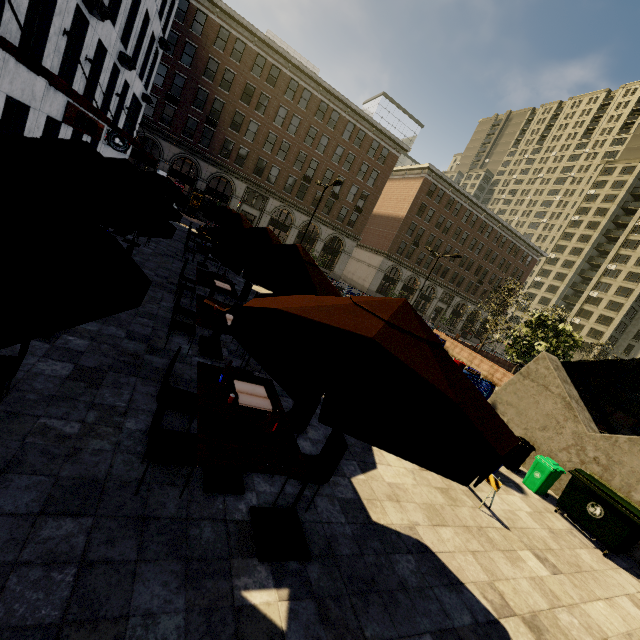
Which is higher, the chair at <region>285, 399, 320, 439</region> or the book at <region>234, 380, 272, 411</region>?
the book at <region>234, 380, 272, 411</region>

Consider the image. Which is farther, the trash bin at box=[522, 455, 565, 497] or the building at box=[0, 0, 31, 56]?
the building at box=[0, 0, 31, 56]

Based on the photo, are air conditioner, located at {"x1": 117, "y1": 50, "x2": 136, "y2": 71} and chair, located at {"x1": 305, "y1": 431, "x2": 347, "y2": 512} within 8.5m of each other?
no

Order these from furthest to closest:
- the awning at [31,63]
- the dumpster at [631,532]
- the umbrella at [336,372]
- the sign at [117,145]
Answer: the sign at [117,145], the awning at [31,63], the dumpster at [631,532], the umbrella at [336,372]

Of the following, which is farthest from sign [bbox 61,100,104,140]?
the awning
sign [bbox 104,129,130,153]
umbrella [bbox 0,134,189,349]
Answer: umbrella [bbox 0,134,189,349]

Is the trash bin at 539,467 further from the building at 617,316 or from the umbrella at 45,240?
the building at 617,316

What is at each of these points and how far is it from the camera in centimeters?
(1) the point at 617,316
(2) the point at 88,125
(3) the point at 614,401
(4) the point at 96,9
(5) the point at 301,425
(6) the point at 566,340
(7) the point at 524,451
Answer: (1) building, 5928cm
(2) sign, 1614cm
(3) building, 5734cm
(4) air conditioner, 1181cm
(5) chair, 493cm
(6) tree, 2009cm
(7) trash bin, 852cm

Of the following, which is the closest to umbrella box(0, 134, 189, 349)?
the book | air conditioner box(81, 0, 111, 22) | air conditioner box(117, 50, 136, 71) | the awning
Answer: the book
